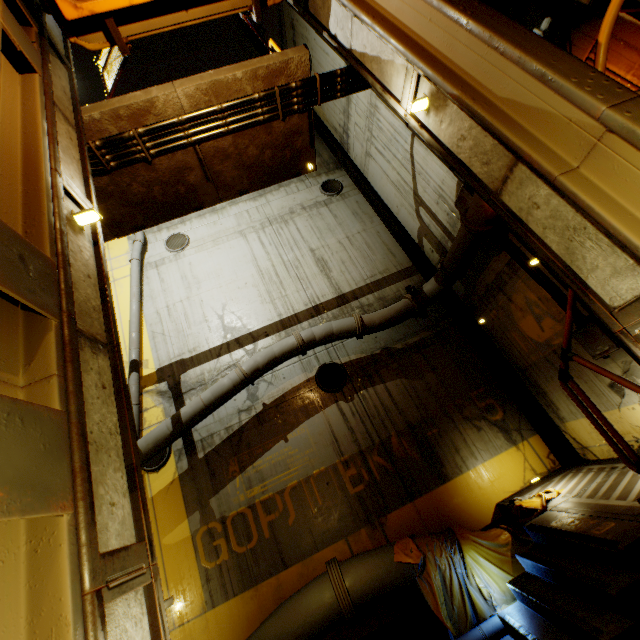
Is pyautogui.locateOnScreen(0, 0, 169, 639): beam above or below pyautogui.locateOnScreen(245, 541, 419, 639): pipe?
above

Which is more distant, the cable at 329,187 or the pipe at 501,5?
the cable at 329,187

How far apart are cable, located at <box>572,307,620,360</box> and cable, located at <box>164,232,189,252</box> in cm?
871

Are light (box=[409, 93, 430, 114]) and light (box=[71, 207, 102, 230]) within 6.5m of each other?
yes

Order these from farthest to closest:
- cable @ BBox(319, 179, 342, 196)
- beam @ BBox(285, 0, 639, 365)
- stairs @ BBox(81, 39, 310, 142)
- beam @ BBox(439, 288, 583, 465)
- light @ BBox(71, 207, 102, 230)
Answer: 1. cable @ BBox(319, 179, 342, 196)
2. beam @ BBox(439, 288, 583, 465)
3. stairs @ BBox(81, 39, 310, 142)
4. light @ BBox(71, 207, 102, 230)
5. beam @ BBox(285, 0, 639, 365)

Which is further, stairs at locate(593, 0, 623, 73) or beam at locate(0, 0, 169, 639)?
stairs at locate(593, 0, 623, 73)

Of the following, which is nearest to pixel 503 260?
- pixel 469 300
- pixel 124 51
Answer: pixel 469 300

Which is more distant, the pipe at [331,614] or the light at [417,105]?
the pipe at [331,614]
